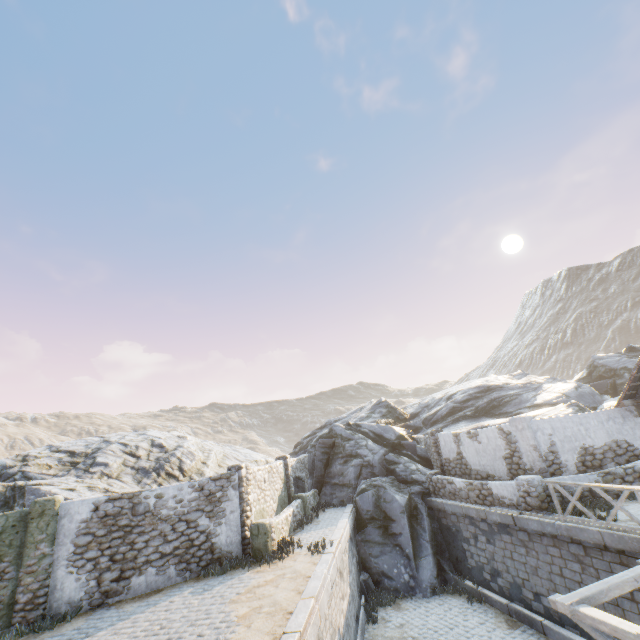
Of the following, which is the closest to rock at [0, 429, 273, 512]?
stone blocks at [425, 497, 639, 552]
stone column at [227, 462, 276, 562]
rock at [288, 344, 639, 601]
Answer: stone blocks at [425, 497, 639, 552]

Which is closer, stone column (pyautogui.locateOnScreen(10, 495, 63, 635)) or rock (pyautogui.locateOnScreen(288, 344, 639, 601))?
stone column (pyautogui.locateOnScreen(10, 495, 63, 635))

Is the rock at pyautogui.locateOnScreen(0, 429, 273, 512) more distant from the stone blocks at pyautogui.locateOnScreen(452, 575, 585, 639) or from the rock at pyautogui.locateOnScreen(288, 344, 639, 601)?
the rock at pyautogui.locateOnScreen(288, 344, 639, 601)

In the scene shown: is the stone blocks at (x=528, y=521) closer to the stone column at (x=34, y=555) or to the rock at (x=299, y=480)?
the rock at (x=299, y=480)

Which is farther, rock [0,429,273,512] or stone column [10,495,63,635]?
rock [0,429,273,512]

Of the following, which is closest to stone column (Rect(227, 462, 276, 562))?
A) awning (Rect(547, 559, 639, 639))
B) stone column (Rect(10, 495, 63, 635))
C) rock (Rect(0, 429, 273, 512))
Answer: rock (Rect(0, 429, 273, 512))

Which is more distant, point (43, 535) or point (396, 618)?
point (396, 618)

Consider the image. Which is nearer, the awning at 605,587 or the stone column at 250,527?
the awning at 605,587
